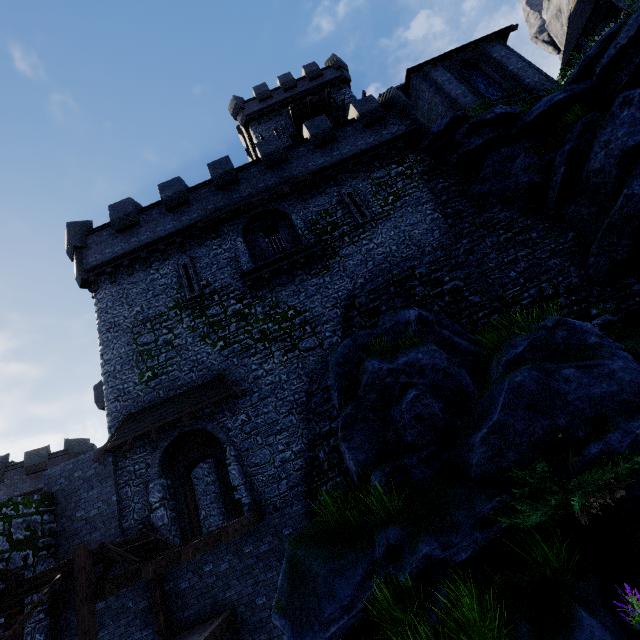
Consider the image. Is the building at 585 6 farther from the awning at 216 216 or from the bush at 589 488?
the bush at 589 488

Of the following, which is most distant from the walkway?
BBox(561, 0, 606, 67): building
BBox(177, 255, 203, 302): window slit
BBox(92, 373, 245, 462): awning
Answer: BBox(561, 0, 606, 67): building

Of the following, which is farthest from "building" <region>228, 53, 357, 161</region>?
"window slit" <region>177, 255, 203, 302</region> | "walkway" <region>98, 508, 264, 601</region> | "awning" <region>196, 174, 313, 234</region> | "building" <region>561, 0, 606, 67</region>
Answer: "walkway" <region>98, 508, 264, 601</region>

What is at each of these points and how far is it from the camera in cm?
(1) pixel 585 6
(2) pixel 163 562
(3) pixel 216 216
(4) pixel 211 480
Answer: (1) building, 2048
(2) walkway, 928
(3) awning, 1603
(4) building tower, 1692

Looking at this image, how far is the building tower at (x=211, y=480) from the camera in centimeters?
1495cm

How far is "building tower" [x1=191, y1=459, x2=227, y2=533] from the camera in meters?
14.9 m

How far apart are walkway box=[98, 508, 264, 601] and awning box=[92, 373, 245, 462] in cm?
365

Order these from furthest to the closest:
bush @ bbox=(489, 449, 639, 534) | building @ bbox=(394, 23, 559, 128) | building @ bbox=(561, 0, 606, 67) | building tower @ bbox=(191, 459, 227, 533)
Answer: building @ bbox=(561, 0, 606, 67), building @ bbox=(394, 23, 559, 128), building tower @ bbox=(191, 459, 227, 533), bush @ bbox=(489, 449, 639, 534)
